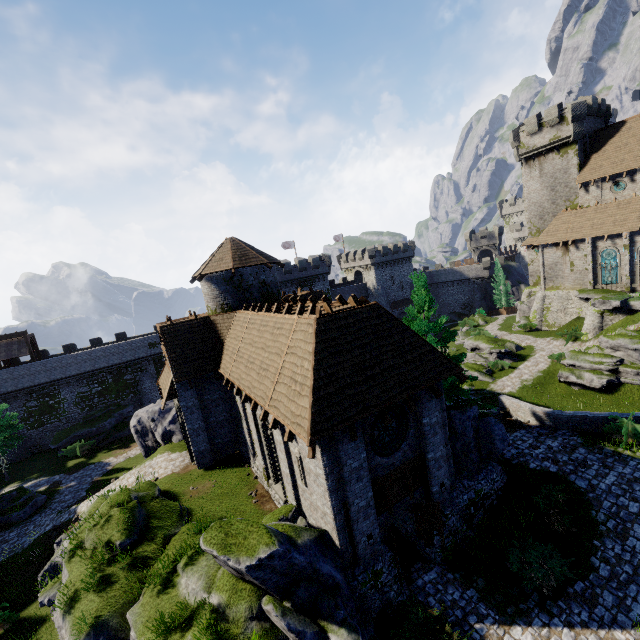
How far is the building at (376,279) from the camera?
57.9m

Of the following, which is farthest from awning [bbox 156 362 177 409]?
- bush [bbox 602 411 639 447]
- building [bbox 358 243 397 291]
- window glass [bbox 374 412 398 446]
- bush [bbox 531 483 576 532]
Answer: building [bbox 358 243 397 291]

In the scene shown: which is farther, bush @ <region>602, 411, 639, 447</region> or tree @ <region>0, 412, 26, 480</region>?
tree @ <region>0, 412, 26, 480</region>

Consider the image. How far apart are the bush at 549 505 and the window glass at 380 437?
6.70m

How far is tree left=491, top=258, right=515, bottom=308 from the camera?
56.4 meters

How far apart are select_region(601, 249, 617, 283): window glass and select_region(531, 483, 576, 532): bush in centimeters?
3044cm

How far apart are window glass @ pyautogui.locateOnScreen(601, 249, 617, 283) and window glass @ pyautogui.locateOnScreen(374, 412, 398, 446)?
35.6 meters

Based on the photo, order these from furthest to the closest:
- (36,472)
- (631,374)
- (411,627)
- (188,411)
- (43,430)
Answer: (43,430), (36,472), (631,374), (188,411), (411,627)
